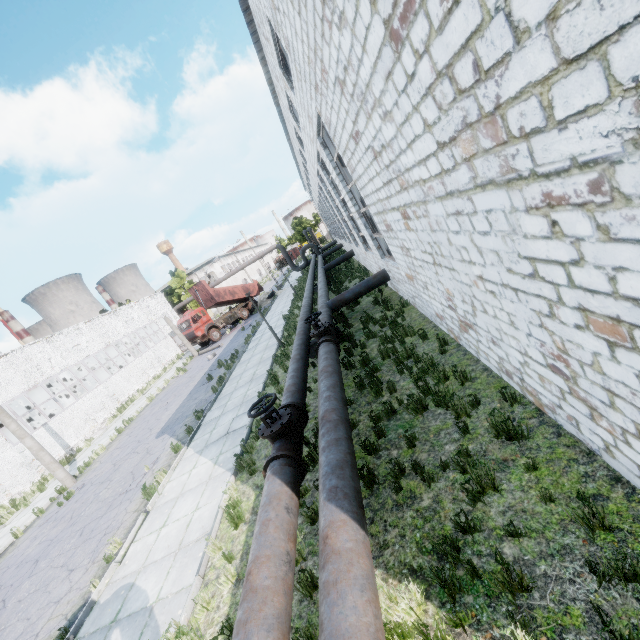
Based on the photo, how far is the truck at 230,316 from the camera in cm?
3022

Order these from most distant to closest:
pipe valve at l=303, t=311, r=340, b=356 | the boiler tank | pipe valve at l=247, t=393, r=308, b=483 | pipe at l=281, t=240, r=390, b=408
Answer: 1. the boiler tank
2. pipe valve at l=303, t=311, r=340, b=356
3. pipe at l=281, t=240, r=390, b=408
4. pipe valve at l=247, t=393, r=308, b=483

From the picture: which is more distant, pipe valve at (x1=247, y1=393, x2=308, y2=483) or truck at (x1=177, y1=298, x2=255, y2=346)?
truck at (x1=177, y1=298, x2=255, y2=346)

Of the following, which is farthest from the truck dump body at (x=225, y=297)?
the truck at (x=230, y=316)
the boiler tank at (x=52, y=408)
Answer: the boiler tank at (x=52, y=408)

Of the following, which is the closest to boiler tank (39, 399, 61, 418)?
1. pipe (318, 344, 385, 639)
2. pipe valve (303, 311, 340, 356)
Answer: pipe valve (303, 311, 340, 356)

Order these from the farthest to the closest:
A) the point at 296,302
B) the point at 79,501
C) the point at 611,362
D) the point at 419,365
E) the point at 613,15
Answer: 1. the point at 296,302
2. the point at 79,501
3. the point at 419,365
4. the point at 611,362
5. the point at 613,15

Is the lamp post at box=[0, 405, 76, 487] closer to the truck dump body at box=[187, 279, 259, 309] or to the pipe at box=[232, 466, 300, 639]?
the pipe at box=[232, 466, 300, 639]

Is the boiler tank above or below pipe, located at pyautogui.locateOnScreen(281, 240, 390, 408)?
above
